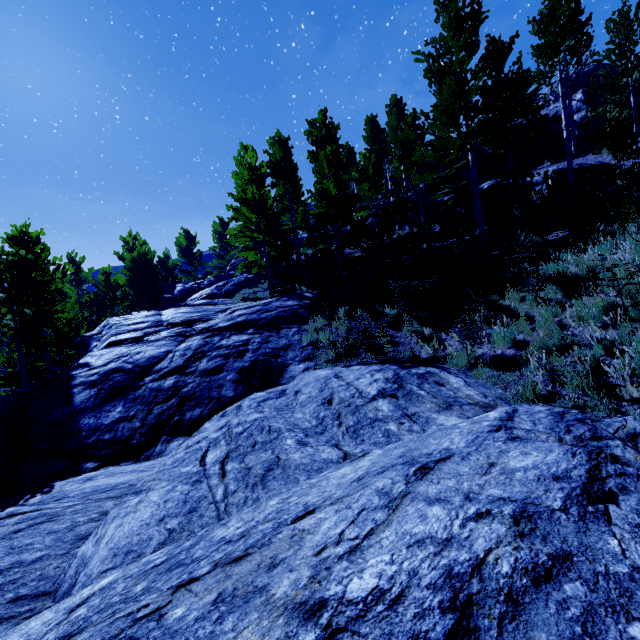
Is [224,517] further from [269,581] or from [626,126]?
[626,126]

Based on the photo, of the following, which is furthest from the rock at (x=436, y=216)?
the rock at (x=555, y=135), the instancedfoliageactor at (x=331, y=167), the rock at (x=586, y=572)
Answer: Result: the rock at (x=586, y=572)

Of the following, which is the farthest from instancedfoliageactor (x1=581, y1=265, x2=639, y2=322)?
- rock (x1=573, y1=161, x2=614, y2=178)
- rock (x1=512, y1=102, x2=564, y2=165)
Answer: rock (x1=573, y1=161, x2=614, y2=178)

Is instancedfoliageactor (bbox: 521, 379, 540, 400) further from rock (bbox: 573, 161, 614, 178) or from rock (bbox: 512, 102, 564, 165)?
rock (bbox: 573, 161, 614, 178)

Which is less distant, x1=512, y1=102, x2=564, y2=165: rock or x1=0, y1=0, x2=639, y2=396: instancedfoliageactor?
x1=0, y1=0, x2=639, y2=396: instancedfoliageactor

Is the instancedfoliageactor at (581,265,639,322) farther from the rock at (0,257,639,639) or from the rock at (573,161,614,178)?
the rock at (573,161,614,178)

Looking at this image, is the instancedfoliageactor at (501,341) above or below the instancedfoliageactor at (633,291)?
below
